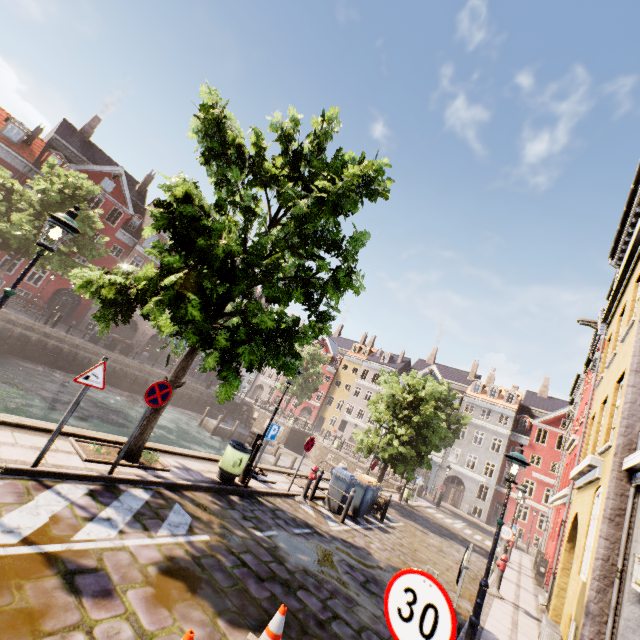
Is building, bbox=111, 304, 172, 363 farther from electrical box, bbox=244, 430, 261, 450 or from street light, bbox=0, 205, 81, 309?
electrical box, bbox=244, 430, 261, 450

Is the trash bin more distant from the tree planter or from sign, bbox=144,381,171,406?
sign, bbox=144,381,171,406

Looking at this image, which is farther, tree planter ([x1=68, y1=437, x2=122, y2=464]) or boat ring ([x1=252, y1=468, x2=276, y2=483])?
boat ring ([x1=252, y1=468, x2=276, y2=483])

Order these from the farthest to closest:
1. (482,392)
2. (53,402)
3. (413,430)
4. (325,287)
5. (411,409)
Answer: (482,392)
(411,409)
(413,430)
(53,402)
(325,287)

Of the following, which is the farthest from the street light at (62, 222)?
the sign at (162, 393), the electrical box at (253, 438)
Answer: the sign at (162, 393)

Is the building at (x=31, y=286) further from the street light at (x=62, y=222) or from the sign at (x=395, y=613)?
the sign at (x=395, y=613)

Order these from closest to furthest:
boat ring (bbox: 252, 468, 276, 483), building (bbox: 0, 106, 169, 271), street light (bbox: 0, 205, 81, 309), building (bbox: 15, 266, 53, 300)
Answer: street light (bbox: 0, 205, 81, 309), boat ring (bbox: 252, 468, 276, 483), building (bbox: 0, 106, 169, 271), building (bbox: 15, 266, 53, 300)

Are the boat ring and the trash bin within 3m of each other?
yes
